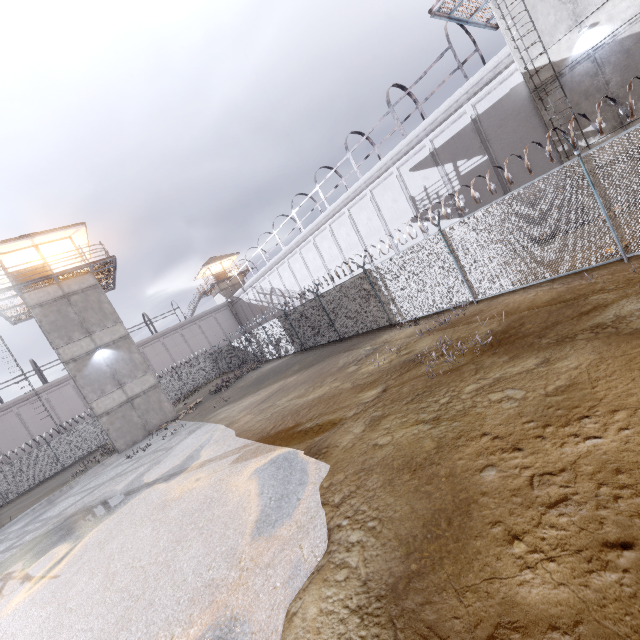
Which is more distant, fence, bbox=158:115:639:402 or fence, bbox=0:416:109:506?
fence, bbox=0:416:109:506

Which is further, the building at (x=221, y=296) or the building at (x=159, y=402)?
the building at (x=221, y=296)

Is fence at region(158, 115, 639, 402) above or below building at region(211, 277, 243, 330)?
below

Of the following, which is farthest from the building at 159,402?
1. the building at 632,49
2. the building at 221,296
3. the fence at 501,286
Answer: the building at 632,49

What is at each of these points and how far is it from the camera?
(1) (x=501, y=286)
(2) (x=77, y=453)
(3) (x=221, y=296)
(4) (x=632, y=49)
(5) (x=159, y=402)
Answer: (1) fence, 10.34m
(2) fence, 29.06m
(3) building, 46.72m
(4) building, 10.98m
(5) building, 22.59m

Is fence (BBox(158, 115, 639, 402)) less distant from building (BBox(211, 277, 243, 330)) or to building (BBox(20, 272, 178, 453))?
building (BBox(20, 272, 178, 453))

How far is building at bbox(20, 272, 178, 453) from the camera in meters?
20.4 m

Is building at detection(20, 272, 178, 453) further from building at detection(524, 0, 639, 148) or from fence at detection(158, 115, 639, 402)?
building at detection(524, 0, 639, 148)
